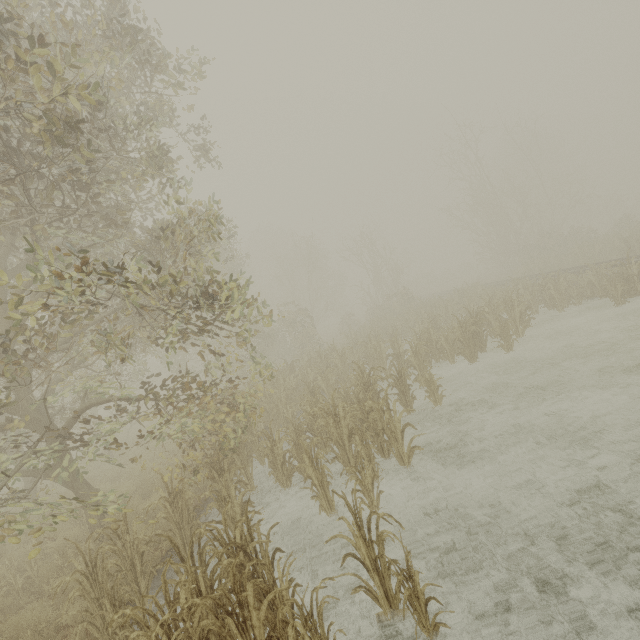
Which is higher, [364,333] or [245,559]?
[364,333]
